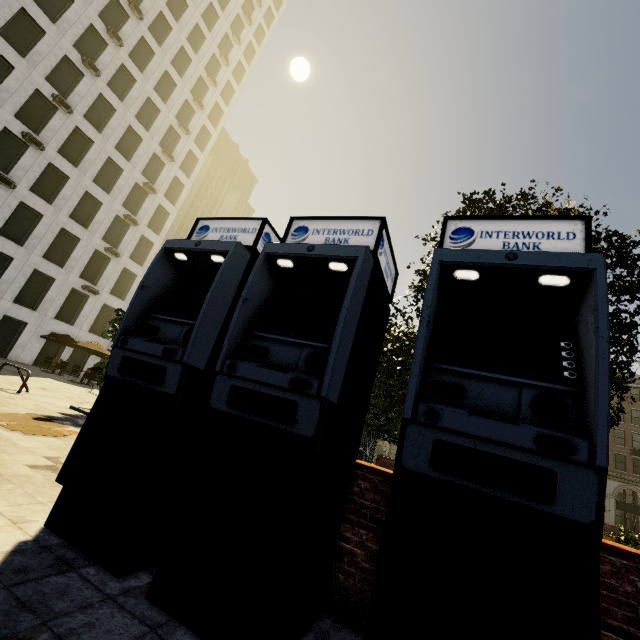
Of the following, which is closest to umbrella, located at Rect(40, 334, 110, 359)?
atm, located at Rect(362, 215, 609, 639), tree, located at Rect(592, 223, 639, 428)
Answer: tree, located at Rect(592, 223, 639, 428)

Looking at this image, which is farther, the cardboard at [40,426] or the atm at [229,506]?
the cardboard at [40,426]

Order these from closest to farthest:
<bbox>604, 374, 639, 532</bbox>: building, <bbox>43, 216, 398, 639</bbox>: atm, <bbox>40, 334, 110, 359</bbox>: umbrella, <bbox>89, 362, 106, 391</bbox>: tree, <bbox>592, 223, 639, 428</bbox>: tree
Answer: <bbox>43, 216, 398, 639</bbox>: atm, <bbox>592, 223, 639, 428</bbox>: tree, <bbox>89, 362, 106, 391</bbox>: tree, <bbox>40, 334, 110, 359</bbox>: umbrella, <bbox>604, 374, 639, 532</bbox>: building

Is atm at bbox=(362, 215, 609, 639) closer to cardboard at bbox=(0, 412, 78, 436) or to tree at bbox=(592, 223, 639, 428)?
tree at bbox=(592, 223, 639, 428)

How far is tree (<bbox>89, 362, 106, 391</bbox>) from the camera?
9.7 meters

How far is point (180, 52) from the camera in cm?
3438

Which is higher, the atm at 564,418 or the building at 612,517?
the building at 612,517
